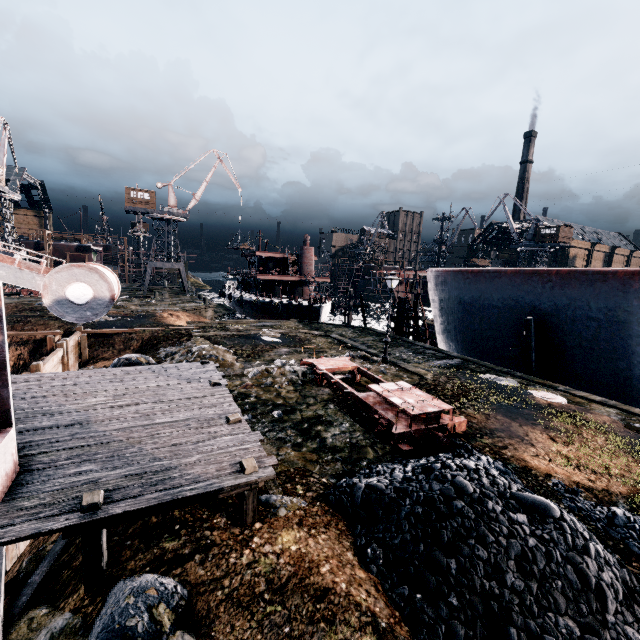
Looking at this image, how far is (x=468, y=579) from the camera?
5.6 meters

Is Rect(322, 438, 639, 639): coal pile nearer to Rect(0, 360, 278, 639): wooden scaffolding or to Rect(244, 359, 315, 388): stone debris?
Rect(0, 360, 278, 639): wooden scaffolding

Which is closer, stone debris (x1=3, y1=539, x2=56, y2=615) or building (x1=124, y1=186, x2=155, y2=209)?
stone debris (x1=3, y1=539, x2=56, y2=615)

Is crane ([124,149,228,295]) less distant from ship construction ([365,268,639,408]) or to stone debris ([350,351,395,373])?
ship construction ([365,268,639,408])

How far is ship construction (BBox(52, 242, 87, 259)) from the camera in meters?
58.2 m

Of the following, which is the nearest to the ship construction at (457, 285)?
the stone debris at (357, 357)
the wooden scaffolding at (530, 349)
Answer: the wooden scaffolding at (530, 349)

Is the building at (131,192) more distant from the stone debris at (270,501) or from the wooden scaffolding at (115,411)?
the stone debris at (270,501)

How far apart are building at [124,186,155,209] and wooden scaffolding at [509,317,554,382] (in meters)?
55.87
